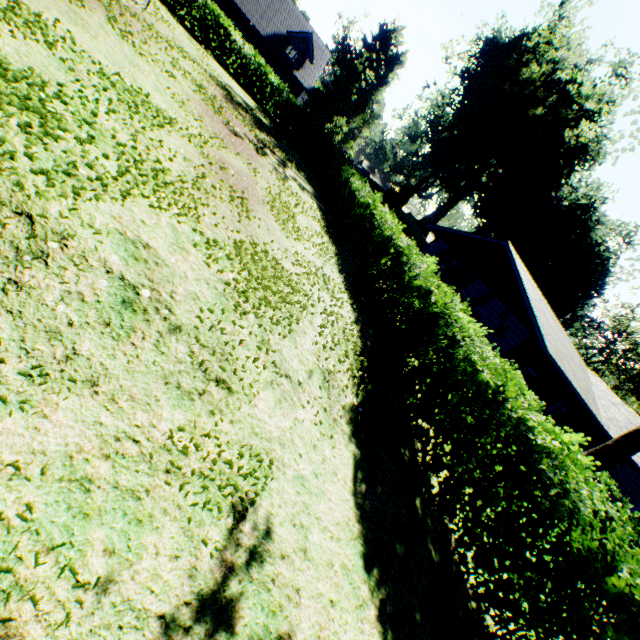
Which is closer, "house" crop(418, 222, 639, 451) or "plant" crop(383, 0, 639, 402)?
"house" crop(418, 222, 639, 451)

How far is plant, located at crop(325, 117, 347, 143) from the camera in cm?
4191

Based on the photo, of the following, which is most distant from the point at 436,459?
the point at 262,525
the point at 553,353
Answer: the point at 553,353

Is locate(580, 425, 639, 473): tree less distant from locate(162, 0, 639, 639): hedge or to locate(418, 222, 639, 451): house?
locate(418, 222, 639, 451): house

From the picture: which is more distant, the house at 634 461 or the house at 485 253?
the house at 634 461

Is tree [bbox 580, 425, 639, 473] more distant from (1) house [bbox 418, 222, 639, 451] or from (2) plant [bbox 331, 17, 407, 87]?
(2) plant [bbox 331, 17, 407, 87]

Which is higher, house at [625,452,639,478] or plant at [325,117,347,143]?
house at [625,452,639,478]

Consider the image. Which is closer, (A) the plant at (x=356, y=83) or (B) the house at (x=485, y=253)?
(B) the house at (x=485, y=253)
